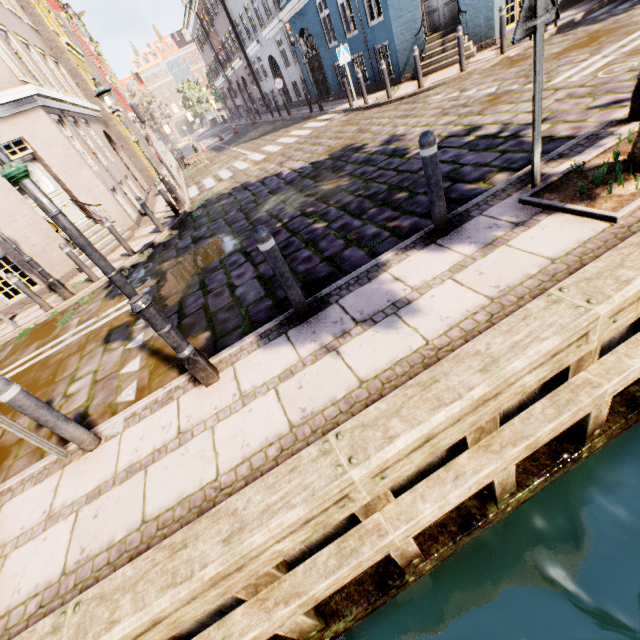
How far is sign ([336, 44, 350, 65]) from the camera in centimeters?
1164cm

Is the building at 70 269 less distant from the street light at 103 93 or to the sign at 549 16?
the street light at 103 93

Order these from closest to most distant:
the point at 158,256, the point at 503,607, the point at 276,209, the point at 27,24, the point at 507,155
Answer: the point at 503,607
the point at 507,155
the point at 276,209
the point at 158,256
the point at 27,24

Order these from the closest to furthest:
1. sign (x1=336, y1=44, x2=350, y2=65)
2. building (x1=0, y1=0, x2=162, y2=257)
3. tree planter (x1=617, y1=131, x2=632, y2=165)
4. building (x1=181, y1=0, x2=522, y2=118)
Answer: tree planter (x1=617, y1=131, x2=632, y2=165)
building (x1=0, y1=0, x2=162, y2=257)
building (x1=181, y1=0, x2=522, y2=118)
sign (x1=336, y1=44, x2=350, y2=65)

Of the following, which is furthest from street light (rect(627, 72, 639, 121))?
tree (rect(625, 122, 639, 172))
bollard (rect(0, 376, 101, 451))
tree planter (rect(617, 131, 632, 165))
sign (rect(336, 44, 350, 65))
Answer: sign (rect(336, 44, 350, 65))

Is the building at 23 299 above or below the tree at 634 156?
above

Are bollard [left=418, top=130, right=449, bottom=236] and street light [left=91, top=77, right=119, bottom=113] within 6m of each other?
no

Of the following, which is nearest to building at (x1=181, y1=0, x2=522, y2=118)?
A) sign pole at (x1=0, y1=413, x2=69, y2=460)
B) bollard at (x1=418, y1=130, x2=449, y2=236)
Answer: sign pole at (x1=0, y1=413, x2=69, y2=460)
